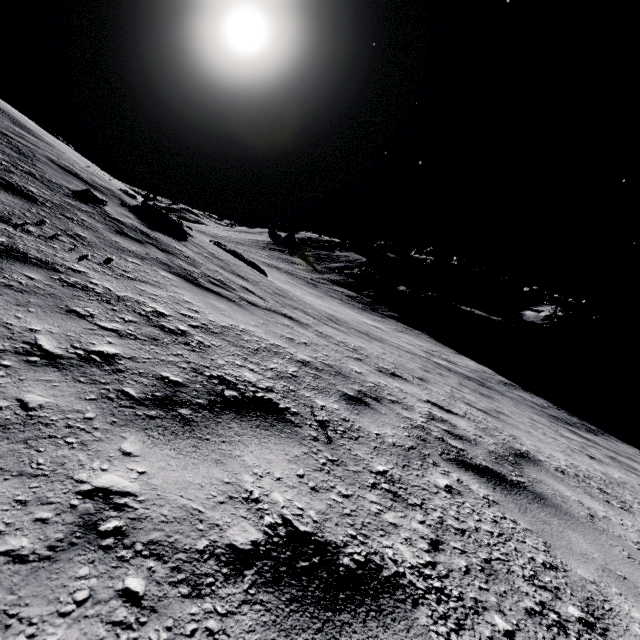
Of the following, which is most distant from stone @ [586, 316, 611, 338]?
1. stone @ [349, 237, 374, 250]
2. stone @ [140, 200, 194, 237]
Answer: stone @ [140, 200, 194, 237]

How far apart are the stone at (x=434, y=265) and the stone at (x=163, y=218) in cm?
4637

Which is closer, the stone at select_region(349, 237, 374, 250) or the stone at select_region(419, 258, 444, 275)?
the stone at select_region(419, 258, 444, 275)

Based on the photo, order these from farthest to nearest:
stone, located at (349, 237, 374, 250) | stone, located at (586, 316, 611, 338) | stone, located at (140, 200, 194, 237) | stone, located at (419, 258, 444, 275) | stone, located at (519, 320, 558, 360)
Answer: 1. stone, located at (349, 237, 374, 250)
2. stone, located at (586, 316, 611, 338)
3. stone, located at (419, 258, 444, 275)
4. stone, located at (519, 320, 558, 360)
5. stone, located at (140, 200, 194, 237)

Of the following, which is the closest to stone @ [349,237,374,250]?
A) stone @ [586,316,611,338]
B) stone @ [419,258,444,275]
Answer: stone @ [419,258,444,275]

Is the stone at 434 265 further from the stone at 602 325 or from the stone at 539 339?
the stone at 602 325

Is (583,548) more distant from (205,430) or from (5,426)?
(5,426)

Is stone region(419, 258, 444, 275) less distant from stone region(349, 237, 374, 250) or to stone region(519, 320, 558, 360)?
stone region(349, 237, 374, 250)
